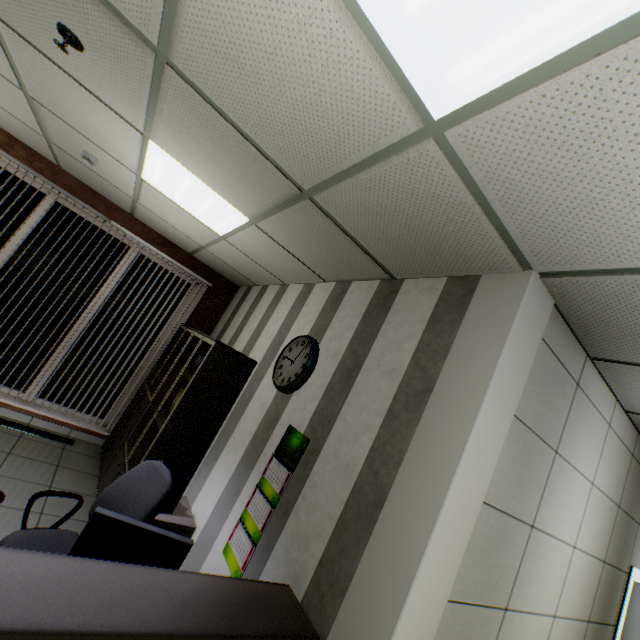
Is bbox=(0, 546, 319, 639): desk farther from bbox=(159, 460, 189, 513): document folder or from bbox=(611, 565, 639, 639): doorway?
bbox=(611, 565, 639, 639): doorway

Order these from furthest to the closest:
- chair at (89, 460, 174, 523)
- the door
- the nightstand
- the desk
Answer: the door → the nightstand → chair at (89, 460, 174, 523) → the desk

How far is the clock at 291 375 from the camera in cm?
277

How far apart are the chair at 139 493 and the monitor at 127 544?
0.20m

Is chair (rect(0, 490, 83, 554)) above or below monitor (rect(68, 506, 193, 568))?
below

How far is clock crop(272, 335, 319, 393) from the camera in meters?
2.8

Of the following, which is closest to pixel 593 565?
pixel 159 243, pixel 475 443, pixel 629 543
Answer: pixel 629 543

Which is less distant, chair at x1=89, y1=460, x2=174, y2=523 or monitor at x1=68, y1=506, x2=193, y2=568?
monitor at x1=68, y1=506, x2=193, y2=568
